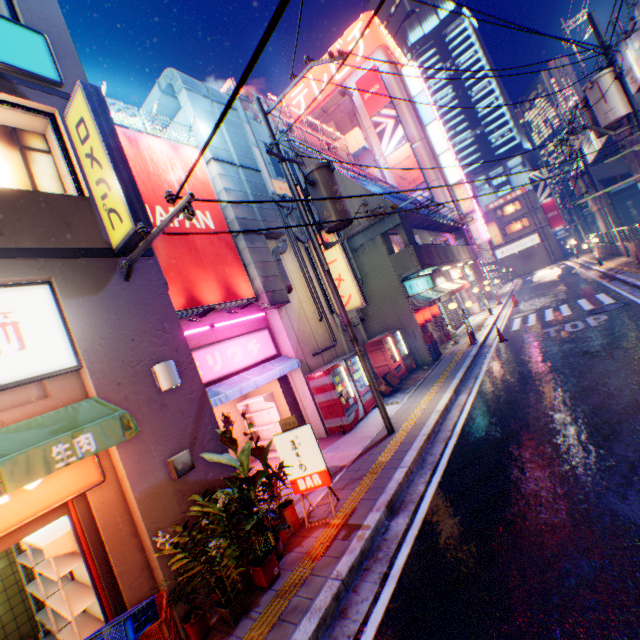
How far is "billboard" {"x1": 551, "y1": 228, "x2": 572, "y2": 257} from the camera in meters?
48.9 m

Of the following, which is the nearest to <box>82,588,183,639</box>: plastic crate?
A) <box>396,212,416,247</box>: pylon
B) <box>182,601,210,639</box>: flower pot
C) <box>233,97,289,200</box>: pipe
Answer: <box>182,601,210,639</box>: flower pot

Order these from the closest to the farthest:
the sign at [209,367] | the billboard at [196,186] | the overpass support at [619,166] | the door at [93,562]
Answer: the door at [93,562], the sign at [209,367], the billboard at [196,186], the overpass support at [619,166]

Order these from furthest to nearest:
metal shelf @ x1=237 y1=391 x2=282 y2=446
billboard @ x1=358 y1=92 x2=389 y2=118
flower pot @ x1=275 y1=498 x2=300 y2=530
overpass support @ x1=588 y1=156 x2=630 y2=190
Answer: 1. overpass support @ x1=588 y1=156 x2=630 y2=190
2. billboard @ x1=358 y1=92 x2=389 y2=118
3. metal shelf @ x1=237 y1=391 x2=282 y2=446
4. flower pot @ x1=275 y1=498 x2=300 y2=530

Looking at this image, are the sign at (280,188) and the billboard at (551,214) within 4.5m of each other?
no

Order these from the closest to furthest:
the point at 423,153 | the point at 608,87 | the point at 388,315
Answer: the point at 608,87, the point at 388,315, the point at 423,153

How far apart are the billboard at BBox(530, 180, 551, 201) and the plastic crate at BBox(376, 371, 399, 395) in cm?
5137

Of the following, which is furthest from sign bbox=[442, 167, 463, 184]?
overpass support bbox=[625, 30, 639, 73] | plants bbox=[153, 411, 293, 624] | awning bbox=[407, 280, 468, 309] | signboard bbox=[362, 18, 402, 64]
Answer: plants bbox=[153, 411, 293, 624]
